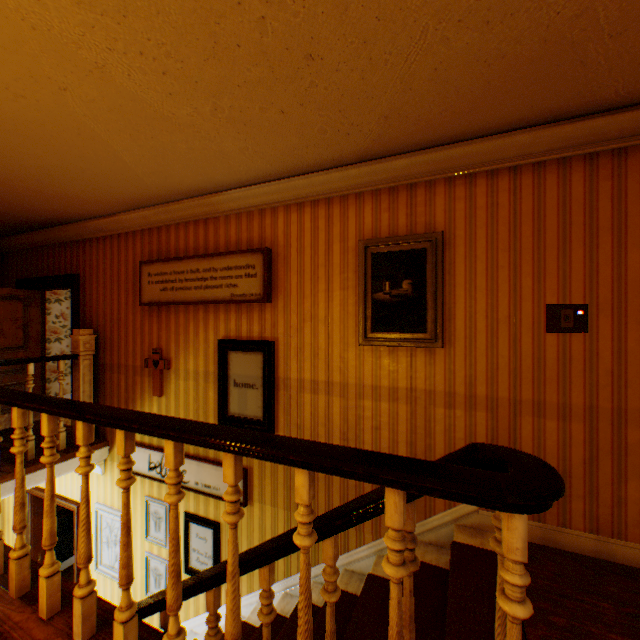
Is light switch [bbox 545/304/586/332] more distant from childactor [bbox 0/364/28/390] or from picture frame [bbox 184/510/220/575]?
childactor [bbox 0/364/28/390]

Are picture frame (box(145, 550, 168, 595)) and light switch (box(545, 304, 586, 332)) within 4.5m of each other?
no

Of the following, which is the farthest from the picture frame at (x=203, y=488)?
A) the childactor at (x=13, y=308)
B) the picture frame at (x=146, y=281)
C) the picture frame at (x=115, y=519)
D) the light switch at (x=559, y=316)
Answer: the light switch at (x=559, y=316)

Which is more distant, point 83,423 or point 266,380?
point 266,380

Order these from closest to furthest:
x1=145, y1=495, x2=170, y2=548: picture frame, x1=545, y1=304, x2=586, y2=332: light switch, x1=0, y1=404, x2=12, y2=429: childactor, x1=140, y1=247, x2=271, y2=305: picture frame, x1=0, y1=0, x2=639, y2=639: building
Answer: x1=0, y1=0, x2=639, y2=639: building → x1=545, y1=304, x2=586, y2=332: light switch → x1=140, y1=247, x2=271, y2=305: picture frame → x1=145, y1=495, x2=170, y2=548: picture frame → x1=0, y1=404, x2=12, y2=429: childactor

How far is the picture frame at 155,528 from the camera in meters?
4.1 m

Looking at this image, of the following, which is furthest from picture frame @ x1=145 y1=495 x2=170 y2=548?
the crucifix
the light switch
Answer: the light switch

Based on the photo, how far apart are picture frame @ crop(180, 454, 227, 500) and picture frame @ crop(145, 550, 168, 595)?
1.0 meters
